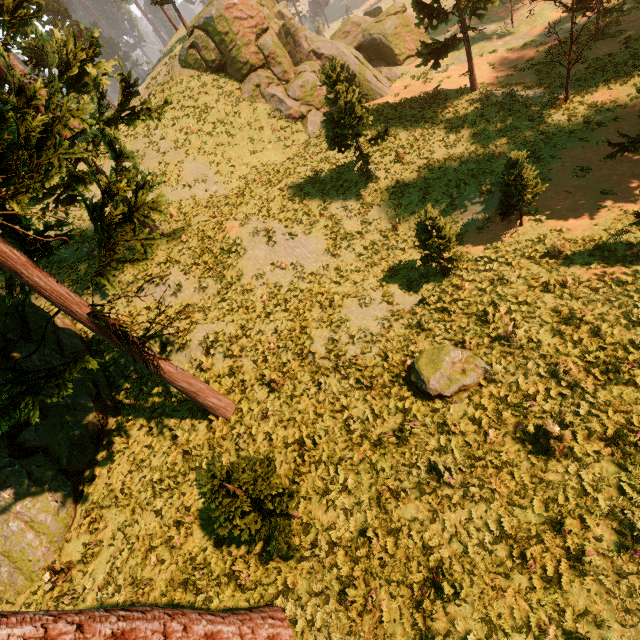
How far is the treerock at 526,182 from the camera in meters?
13.2

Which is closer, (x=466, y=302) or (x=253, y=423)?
(x=253, y=423)

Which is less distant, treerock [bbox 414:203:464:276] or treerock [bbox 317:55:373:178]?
treerock [bbox 414:203:464:276]

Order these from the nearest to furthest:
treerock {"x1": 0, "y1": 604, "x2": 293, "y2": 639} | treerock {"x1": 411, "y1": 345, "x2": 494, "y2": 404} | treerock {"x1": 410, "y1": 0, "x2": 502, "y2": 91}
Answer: treerock {"x1": 0, "y1": 604, "x2": 293, "y2": 639} < treerock {"x1": 411, "y1": 345, "x2": 494, "y2": 404} < treerock {"x1": 410, "y1": 0, "x2": 502, "y2": 91}

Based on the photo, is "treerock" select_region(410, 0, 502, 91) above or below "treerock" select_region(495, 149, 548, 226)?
above

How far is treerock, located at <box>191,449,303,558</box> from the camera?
6.4m

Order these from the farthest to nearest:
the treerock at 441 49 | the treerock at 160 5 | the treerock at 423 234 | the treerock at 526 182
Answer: the treerock at 160 5 → the treerock at 441 49 → the treerock at 526 182 → the treerock at 423 234
